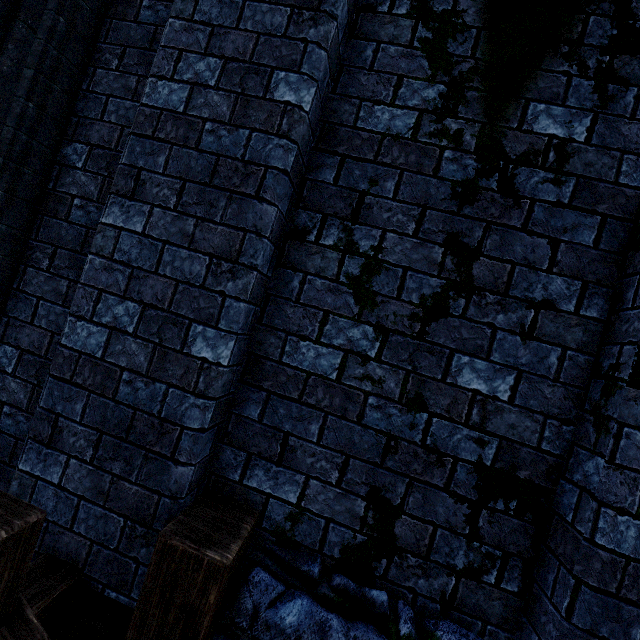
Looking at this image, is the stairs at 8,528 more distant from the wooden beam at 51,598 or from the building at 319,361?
the building at 319,361

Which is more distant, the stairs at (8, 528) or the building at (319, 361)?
the building at (319, 361)

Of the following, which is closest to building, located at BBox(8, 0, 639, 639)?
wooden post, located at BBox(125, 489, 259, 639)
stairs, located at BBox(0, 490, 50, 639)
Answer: wooden post, located at BBox(125, 489, 259, 639)

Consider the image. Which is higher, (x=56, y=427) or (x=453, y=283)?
(x=453, y=283)

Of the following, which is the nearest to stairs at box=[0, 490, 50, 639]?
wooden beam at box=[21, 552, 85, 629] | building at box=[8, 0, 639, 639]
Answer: wooden beam at box=[21, 552, 85, 629]

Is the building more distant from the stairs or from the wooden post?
the stairs

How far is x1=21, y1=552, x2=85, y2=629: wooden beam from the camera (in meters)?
1.53

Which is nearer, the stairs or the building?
the stairs
